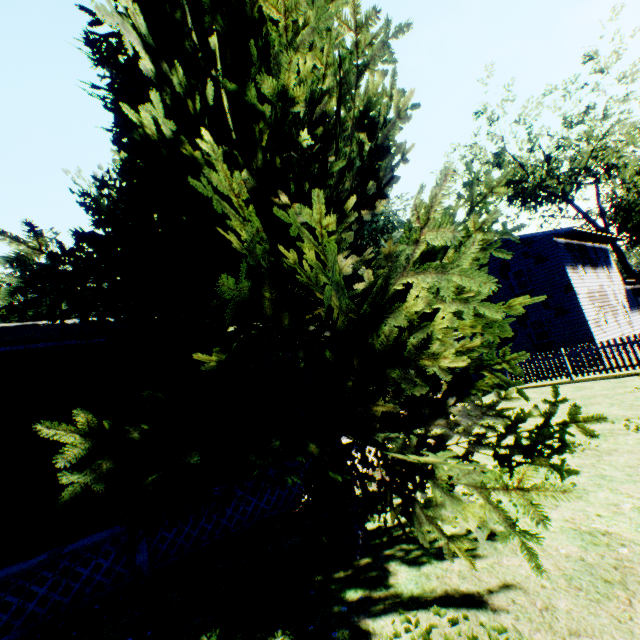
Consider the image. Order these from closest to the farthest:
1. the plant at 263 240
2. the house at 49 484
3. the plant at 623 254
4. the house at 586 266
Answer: the plant at 263 240 → the house at 49 484 → the house at 586 266 → the plant at 623 254

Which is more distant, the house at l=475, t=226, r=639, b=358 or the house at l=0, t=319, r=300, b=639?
the house at l=475, t=226, r=639, b=358

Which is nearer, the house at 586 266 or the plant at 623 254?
the house at 586 266

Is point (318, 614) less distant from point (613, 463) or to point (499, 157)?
point (613, 463)

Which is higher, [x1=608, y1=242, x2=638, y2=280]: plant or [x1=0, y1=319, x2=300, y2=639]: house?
[x1=608, y1=242, x2=638, y2=280]: plant

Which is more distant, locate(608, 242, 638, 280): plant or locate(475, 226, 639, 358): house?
locate(608, 242, 638, 280): plant

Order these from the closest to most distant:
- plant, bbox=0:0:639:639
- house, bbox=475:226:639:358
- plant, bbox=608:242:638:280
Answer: plant, bbox=0:0:639:639 → house, bbox=475:226:639:358 → plant, bbox=608:242:638:280
